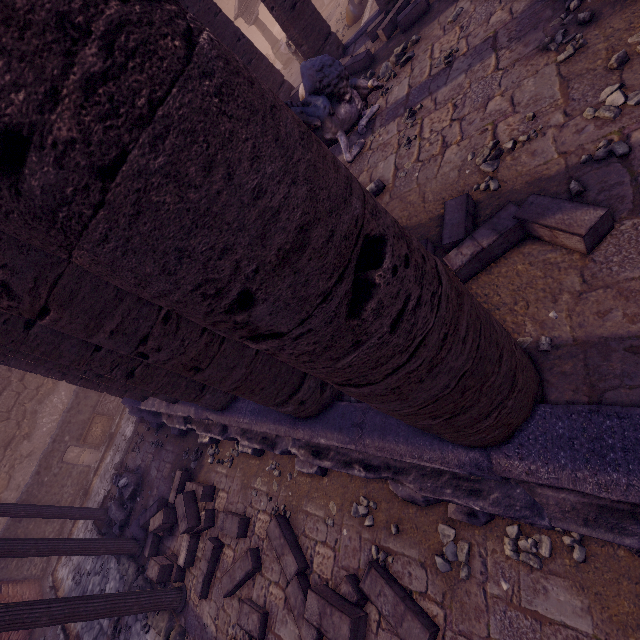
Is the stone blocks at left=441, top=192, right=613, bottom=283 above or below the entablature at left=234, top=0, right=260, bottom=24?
below

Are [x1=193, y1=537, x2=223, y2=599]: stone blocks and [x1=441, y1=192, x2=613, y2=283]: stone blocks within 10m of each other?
yes

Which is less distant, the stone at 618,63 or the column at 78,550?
the stone at 618,63

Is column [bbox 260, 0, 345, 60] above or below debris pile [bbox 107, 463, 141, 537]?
above

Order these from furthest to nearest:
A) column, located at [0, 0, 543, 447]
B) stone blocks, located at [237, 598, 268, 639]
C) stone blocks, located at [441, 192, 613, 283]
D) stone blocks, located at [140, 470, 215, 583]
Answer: stone blocks, located at [140, 470, 215, 583] < stone blocks, located at [237, 598, 268, 639] < stone blocks, located at [441, 192, 613, 283] < column, located at [0, 0, 543, 447]

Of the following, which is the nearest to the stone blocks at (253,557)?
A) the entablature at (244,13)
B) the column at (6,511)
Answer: the column at (6,511)

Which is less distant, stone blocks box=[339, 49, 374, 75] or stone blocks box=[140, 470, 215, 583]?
stone blocks box=[140, 470, 215, 583]

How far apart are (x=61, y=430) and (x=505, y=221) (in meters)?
16.78
